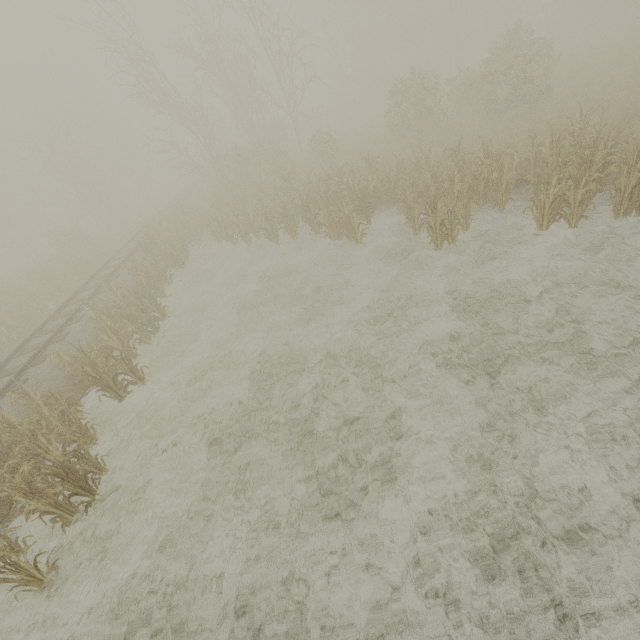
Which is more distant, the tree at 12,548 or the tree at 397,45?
the tree at 397,45

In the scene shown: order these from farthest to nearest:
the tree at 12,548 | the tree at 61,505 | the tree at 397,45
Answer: the tree at 397,45 → the tree at 61,505 → the tree at 12,548

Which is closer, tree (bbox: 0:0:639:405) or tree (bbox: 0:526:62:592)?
tree (bbox: 0:526:62:592)

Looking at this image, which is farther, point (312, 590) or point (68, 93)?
point (68, 93)

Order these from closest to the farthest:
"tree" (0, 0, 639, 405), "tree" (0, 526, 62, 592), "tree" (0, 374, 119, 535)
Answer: "tree" (0, 526, 62, 592), "tree" (0, 374, 119, 535), "tree" (0, 0, 639, 405)

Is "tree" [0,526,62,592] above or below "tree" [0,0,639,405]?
below

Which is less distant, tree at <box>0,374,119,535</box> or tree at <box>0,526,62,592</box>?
tree at <box>0,526,62,592</box>
